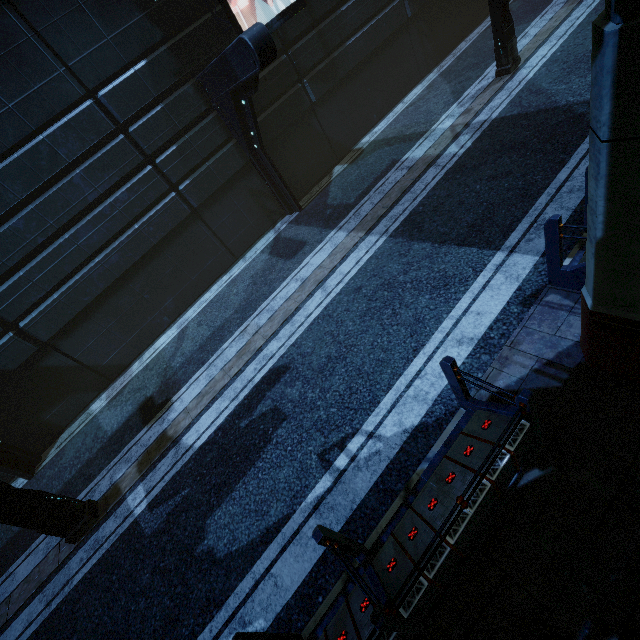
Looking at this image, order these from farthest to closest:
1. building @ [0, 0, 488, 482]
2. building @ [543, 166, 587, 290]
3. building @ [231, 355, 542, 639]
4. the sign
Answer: the sign
building @ [0, 0, 488, 482]
building @ [543, 166, 587, 290]
building @ [231, 355, 542, 639]

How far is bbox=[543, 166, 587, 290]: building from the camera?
4.25m

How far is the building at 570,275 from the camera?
4.2 meters

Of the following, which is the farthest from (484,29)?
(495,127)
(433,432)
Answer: (433,432)

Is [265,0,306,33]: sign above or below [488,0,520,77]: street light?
above

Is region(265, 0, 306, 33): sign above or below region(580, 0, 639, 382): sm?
above

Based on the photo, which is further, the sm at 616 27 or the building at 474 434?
the building at 474 434

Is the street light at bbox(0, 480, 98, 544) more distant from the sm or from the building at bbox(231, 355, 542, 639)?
the sm
